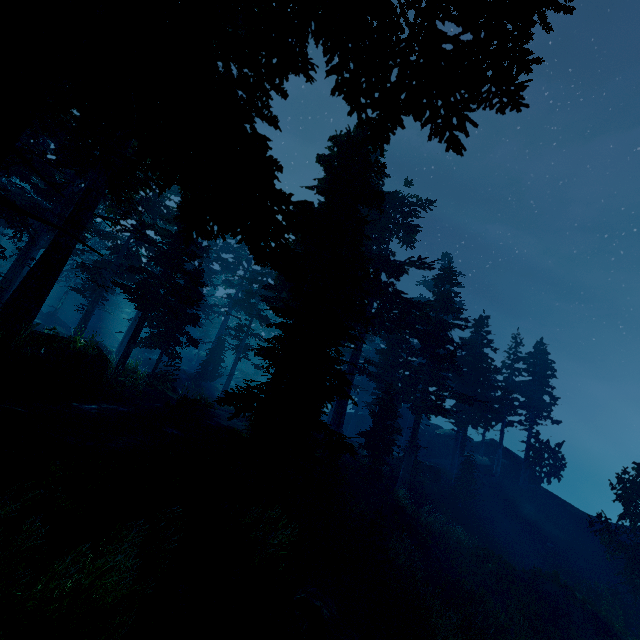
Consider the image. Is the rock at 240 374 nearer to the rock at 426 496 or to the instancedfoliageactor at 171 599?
the instancedfoliageactor at 171 599

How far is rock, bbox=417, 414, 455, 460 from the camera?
39.3m

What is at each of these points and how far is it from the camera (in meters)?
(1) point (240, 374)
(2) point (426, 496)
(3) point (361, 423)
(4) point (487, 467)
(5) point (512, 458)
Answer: (1) rock, 52.72
(2) rock, 25.78
(3) rock, 48.34
(4) rock, 35.91
(5) rock, 36.81

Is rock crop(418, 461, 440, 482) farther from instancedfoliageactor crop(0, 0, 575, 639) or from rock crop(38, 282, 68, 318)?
rock crop(38, 282, 68, 318)

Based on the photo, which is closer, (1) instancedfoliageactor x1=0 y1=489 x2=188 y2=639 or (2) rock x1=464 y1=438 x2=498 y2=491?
(1) instancedfoliageactor x1=0 y1=489 x2=188 y2=639

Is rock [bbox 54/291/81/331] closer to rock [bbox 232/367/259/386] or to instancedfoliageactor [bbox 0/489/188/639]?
instancedfoliageactor [bbox 0/489/188/639]

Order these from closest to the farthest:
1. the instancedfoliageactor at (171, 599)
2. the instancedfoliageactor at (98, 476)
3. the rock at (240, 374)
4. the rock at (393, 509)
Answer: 1. the instancedfoliageactor at (98, 476)
2. the instancedfoliageactor at (171, 599)
3. the rock at (393, 509)
4. the rock at (240, 374)
